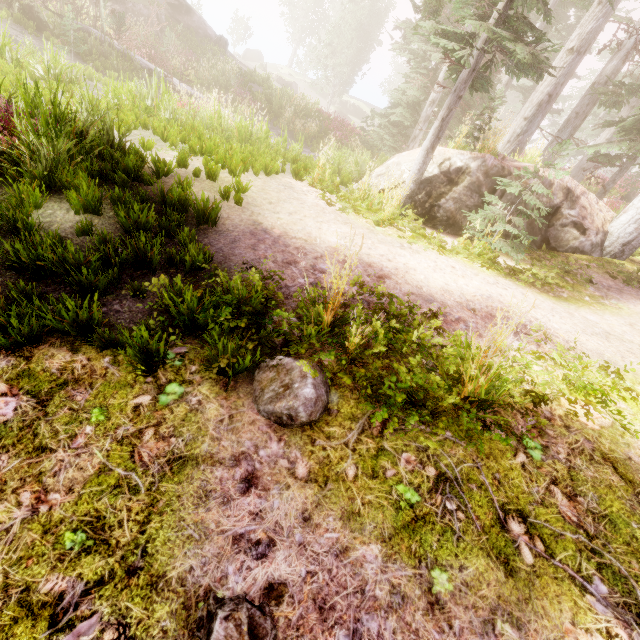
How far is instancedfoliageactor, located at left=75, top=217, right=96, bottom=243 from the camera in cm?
370

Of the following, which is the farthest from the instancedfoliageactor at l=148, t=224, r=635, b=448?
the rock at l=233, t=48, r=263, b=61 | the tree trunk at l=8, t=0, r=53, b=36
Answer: the tree trunk at l=8, t=0, r=53, b=36

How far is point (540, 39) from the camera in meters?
6.3

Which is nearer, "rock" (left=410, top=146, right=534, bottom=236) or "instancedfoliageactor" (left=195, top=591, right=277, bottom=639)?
"instancedfoliageactor" (left=195, top=591, right=277, bottom=639)

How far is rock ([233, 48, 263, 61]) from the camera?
52.41m

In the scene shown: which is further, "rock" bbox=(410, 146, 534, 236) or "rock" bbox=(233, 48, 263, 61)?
"rock" bbox=(233, 48, 263, 61)

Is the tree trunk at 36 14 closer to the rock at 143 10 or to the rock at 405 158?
the rock at 143 10

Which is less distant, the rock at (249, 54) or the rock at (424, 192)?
the rock at (424, 192)
